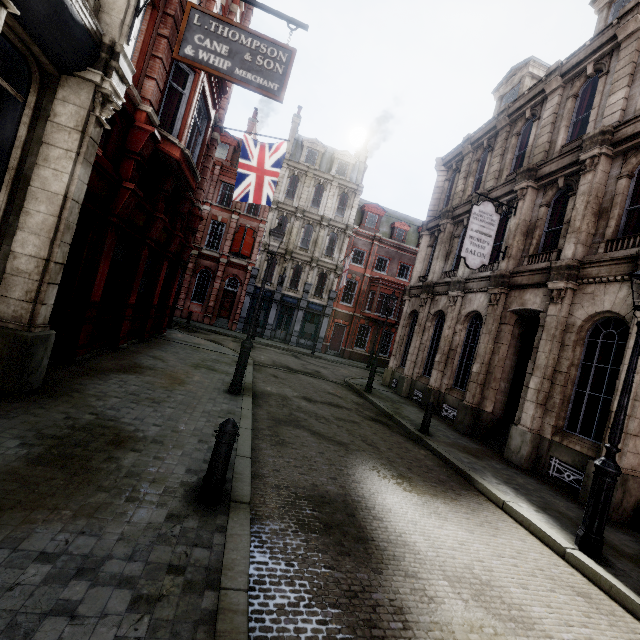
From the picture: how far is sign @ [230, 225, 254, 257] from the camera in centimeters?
2803cm

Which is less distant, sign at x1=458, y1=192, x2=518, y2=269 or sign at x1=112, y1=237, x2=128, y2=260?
sign at x1=112, y1=237, x2=128, y2=260

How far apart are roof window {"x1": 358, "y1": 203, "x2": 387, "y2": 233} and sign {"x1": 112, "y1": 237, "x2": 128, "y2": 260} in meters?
25.1 m

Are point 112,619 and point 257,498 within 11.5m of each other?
yes

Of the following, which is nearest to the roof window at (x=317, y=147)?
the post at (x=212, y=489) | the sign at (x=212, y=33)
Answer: the sign at (x=212, y=33)

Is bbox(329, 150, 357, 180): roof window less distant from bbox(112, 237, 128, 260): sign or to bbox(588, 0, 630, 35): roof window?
bbox(588, 0, 630, 35): roof window

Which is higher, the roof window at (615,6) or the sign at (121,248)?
the roof window at (615,6)

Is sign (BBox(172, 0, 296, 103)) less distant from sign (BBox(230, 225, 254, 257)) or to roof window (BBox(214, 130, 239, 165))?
sign (BBox(230, 225, 254, 257))
